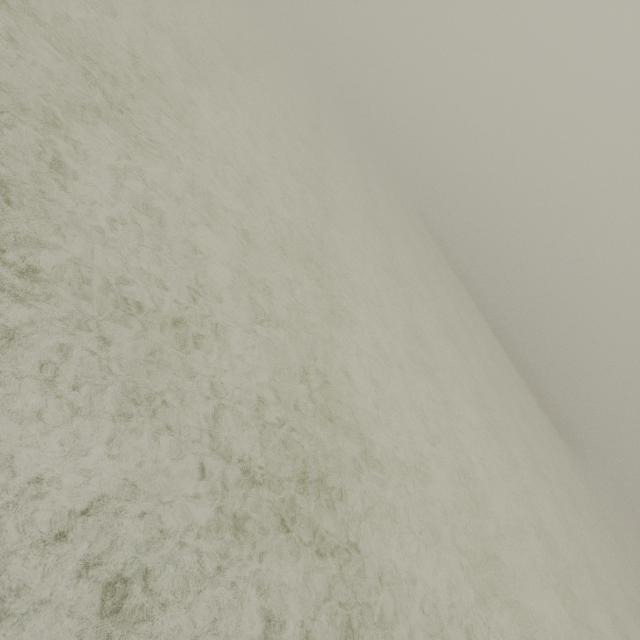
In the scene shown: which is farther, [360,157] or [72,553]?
[360,157]
